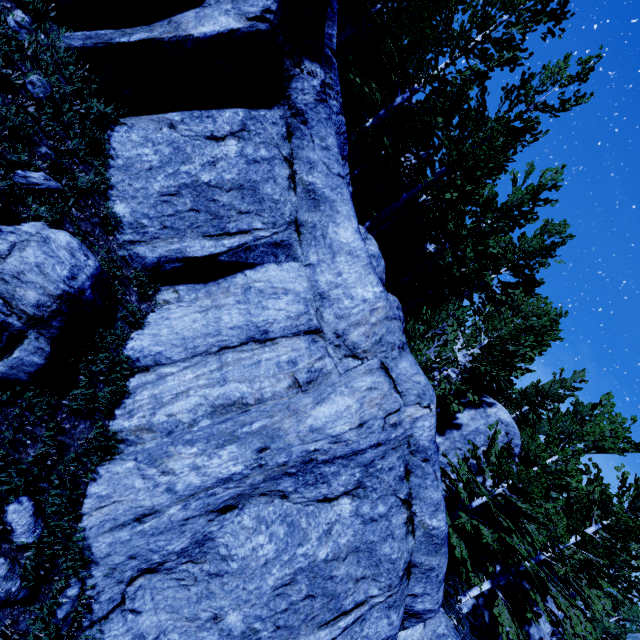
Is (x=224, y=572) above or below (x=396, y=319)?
below

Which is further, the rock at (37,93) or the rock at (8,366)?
the rock at (37,93)

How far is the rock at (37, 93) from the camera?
4.0m

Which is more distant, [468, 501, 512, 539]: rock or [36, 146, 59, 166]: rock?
[468, 501, 512, 539]: rock

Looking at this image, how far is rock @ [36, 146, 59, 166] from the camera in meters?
4.1

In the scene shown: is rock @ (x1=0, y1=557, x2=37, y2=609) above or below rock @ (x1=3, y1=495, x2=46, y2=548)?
below
